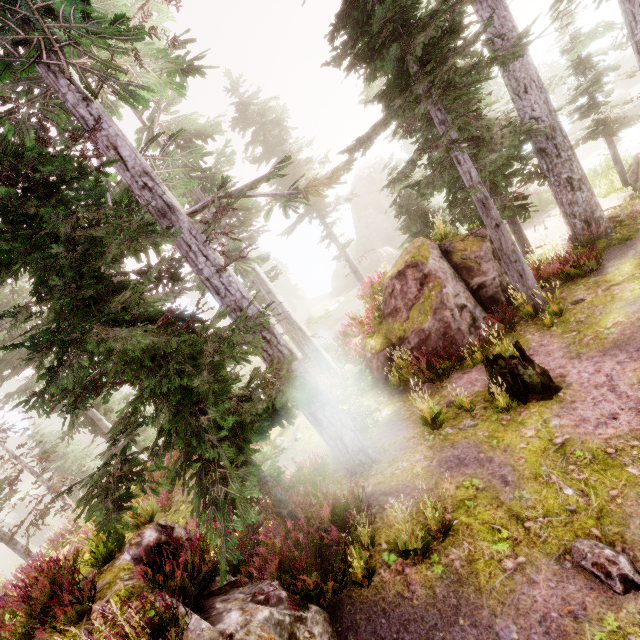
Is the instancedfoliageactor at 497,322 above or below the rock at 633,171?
above

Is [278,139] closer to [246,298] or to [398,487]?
[246,298]

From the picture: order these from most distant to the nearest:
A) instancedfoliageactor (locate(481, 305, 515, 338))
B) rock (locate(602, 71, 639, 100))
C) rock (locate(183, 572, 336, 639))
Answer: rock (locate(602, 71, 639, 100))
instancedfoliageactor (locate(481, 305, 515, 338))
rock (locate(183, 572, 336, 639))

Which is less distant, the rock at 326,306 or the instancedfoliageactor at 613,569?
the instancedfoliageactor at 613,569

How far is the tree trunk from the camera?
6.9m

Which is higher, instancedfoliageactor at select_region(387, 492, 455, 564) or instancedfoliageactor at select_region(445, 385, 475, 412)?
instancedfoliageactor at select_region(387, 492, 455, 564)

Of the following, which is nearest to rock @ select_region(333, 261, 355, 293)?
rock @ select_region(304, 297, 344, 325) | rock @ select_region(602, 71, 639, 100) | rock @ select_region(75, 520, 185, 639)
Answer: rock @ select_region(304, 297, 344, 325)

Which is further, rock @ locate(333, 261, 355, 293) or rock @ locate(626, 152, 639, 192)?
rock @ locate(333, 261, 355, 293)
